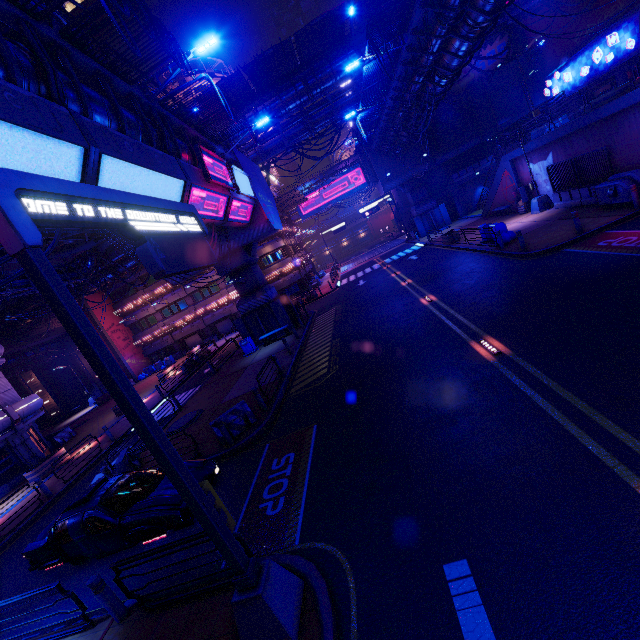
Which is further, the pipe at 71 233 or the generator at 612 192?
the generator at 612 192

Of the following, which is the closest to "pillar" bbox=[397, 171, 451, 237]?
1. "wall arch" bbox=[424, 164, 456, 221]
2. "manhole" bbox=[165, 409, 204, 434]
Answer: "wall arch" bbox=[424, 164, 456, 221]

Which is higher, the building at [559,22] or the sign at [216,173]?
the building at [559,22]

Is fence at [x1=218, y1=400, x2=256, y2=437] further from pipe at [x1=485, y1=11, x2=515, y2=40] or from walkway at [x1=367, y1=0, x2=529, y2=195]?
pipe at [x1=485, y1=11, x2=515, y2=40]

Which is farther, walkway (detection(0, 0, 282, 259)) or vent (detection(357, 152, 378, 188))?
→ vent (detection(357, 152, 378, 188))

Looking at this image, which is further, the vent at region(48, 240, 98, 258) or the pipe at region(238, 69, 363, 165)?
the pipe at region(238, 69, 363, 165)

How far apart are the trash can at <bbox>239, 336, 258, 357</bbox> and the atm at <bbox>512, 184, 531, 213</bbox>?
22.80m

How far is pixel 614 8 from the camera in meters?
26.2 m
